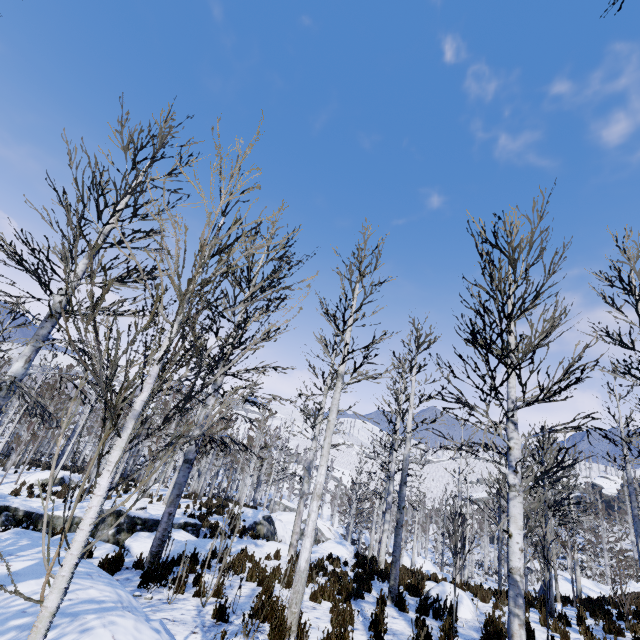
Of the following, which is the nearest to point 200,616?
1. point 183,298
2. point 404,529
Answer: point 183,298

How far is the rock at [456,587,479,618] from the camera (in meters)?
8.48

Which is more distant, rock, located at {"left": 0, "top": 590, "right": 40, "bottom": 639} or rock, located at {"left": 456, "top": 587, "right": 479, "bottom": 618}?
rock, located at {"left": 456, "top": 587, "right": 479, "bottom": 618}

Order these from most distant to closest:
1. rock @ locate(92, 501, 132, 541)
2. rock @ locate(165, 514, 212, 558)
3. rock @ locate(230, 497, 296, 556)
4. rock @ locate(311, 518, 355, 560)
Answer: rock @ locate(311, 518, 355, 560)
rock @ locate(230, 497, 296, 556)
rock @ locate(92, 501, 132, 541)
rock @ locate(165, 514, 212, 558)

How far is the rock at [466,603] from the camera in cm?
848

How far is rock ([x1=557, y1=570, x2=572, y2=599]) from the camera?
19.11m

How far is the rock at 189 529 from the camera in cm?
980

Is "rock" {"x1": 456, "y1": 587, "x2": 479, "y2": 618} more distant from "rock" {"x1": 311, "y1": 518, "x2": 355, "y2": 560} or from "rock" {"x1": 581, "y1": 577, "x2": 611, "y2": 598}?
"rock" {"x1": 581, "y1": 577, "x2": 611, "y2": 598}
